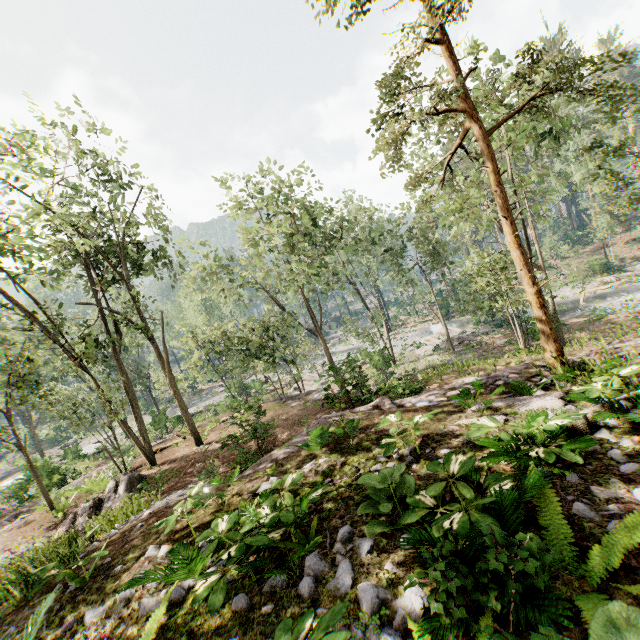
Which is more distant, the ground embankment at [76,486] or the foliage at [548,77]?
the ground embankment at [76,486]

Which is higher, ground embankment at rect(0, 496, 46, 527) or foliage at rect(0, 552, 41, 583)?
foliage at rect(0, 552, 41, 583)

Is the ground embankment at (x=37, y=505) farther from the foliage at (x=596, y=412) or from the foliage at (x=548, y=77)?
the foliage at (x=596, y=412)

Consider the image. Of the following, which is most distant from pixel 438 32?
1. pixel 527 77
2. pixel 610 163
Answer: pixel 610 163

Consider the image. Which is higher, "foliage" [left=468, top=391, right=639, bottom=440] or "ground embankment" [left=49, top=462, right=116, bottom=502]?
"foliage" [left=468, top=391, right=639, bottom=440]

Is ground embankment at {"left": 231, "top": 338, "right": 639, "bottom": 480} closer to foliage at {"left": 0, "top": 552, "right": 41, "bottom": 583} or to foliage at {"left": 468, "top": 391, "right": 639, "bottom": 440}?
foliage at {"left": 0, "top": 552, "right": 41, "bottom": 583}

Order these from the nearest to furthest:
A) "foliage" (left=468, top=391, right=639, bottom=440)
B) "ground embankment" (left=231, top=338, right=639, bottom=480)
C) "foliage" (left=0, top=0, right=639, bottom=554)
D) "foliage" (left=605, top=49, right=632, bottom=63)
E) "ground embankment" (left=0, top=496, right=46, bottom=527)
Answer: "foliage" (left=468, top=391, right=639, bottom=440) < "foliage" (left=605, top=49, right=632, bottom=63) < "ground embankment" (left=231, top=338, right=639, bottom=480) < "foliage" (left=0, top=0, right=639, bottom=554) < "ground embankment" (left=0, top=496, right=46, bottom=527)

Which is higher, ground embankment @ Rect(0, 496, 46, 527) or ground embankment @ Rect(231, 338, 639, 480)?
ground embankment @ Rect(231, 338, 639, 480)
